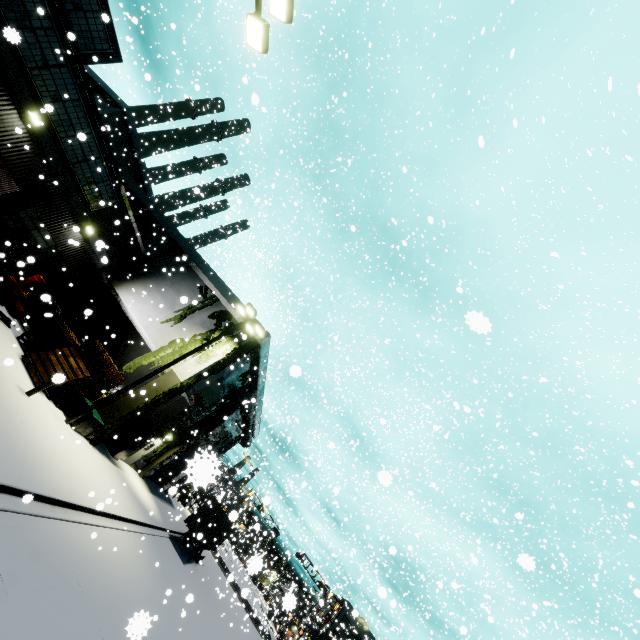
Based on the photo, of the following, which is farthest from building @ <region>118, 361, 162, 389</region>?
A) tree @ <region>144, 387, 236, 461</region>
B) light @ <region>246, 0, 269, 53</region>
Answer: light @ <region>246, 0, 269, 53</region>

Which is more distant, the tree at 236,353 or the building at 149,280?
the tree at 236,353

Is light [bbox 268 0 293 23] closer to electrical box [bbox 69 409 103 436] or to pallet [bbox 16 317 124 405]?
pallet [bbox 16 317 124 405]

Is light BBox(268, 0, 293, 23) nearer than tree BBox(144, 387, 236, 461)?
Yes

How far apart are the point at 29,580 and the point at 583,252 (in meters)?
16.26

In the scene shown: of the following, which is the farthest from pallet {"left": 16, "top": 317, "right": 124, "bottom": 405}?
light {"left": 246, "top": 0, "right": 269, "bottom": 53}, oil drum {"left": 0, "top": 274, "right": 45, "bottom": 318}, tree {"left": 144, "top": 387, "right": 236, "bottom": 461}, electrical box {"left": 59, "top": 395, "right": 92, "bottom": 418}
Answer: light {"left": 246, "top": 0, "right": 269, "bottom": 53}

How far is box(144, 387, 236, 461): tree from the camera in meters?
23.8 m
